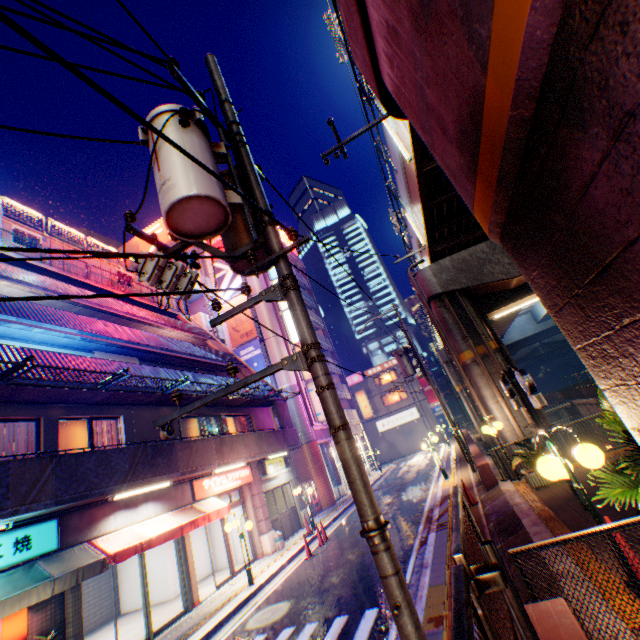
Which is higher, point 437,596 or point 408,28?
point 408,28

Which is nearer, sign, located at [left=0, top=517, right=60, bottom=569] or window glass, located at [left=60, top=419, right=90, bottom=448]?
sign, located at [left=0, top=517, right=60, bottom=569]

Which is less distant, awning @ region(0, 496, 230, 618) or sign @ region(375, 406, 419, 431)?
awning @ region(0, 496, 230, 618)

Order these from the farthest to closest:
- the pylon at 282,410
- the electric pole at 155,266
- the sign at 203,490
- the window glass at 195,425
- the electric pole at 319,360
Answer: the pylon at 282,410, the window glass at 195,425, the sign at 203,490, the electric pole at 155,266, the electric pole at 319,360

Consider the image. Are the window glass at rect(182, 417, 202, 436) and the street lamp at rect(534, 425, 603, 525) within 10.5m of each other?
no

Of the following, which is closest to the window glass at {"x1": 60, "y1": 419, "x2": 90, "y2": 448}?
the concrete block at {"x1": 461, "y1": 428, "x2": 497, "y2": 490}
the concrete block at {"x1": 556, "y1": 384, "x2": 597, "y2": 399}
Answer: the concrete block at {"x1": 461, "y1": 428, "x2": 497, "y2": 490}

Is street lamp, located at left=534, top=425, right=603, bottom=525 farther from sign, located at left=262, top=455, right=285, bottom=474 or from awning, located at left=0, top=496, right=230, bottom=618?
sign, located at left=262, top=455, right=285, bottom=474

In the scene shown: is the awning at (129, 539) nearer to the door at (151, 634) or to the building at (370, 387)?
the door at (151, 634)
